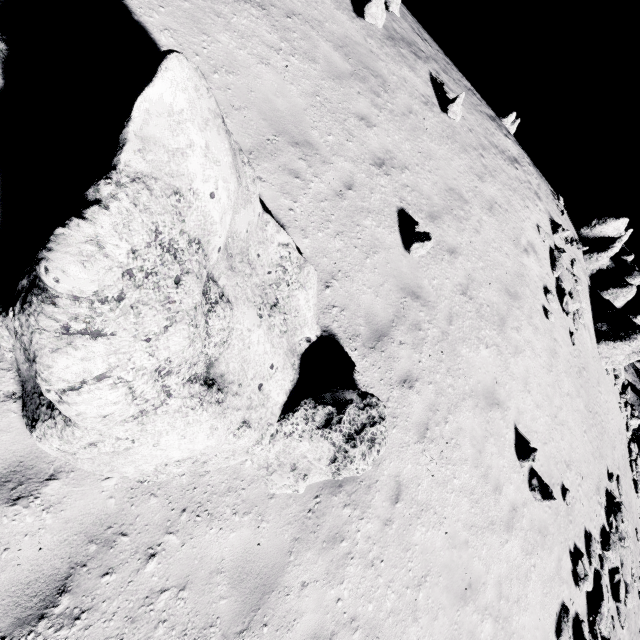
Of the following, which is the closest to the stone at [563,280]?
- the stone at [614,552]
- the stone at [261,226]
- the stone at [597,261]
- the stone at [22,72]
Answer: the stone at [597,261]

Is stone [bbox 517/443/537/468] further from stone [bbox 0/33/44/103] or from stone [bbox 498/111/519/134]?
stone [bbox 498/111/519/134]

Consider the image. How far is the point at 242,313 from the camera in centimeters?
362cm

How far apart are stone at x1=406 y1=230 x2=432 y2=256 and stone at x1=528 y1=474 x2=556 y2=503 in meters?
7.2

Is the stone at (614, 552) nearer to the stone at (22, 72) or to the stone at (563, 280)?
the stone at (563, 280)

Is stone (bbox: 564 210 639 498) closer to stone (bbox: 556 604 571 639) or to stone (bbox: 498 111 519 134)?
stone (bbox: 498 111 519 134)

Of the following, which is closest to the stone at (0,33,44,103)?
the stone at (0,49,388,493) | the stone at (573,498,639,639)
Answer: the stone at (0,49,388,493)

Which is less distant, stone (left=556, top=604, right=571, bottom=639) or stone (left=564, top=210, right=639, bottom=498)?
stone (left=556, top=604, right=571, bottom=639)
